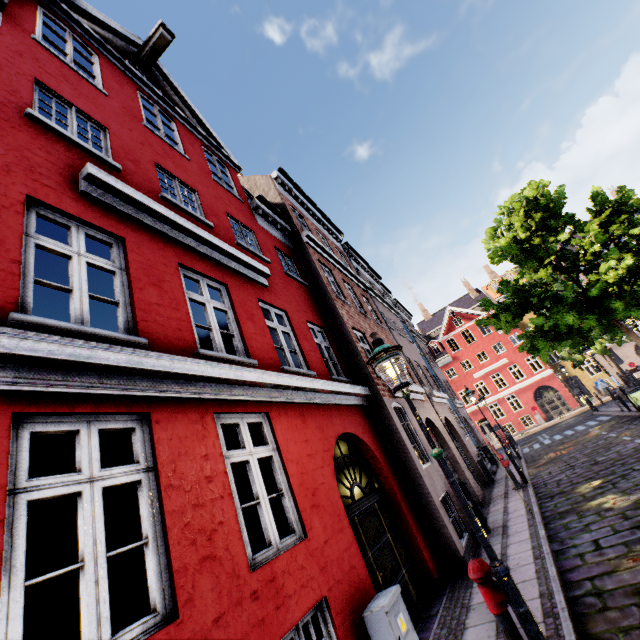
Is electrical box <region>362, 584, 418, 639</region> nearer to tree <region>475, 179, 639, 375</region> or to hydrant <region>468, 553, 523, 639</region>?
hydrant <region>468, 553, 523, 639</region>

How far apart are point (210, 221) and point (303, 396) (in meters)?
4.42

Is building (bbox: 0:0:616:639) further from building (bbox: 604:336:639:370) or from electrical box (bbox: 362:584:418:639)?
building (bbox: 604:336:639:370)

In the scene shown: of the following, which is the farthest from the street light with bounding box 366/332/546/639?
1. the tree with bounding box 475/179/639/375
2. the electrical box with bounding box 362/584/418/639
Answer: the tree with bounding box 475/179/639/375

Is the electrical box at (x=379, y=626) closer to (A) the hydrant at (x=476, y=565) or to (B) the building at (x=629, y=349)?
(A) the hydrant at (x=476, y=565)

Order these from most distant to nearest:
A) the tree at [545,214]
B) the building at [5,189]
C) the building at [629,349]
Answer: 1. the building at [629,349]
2. the tree at [545,214]
3. the building at [5,189]

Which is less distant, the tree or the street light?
the street light

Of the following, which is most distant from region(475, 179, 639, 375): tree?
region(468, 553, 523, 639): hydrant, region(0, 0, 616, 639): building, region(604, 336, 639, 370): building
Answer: region(468, 553, 523, 639): hydrant
